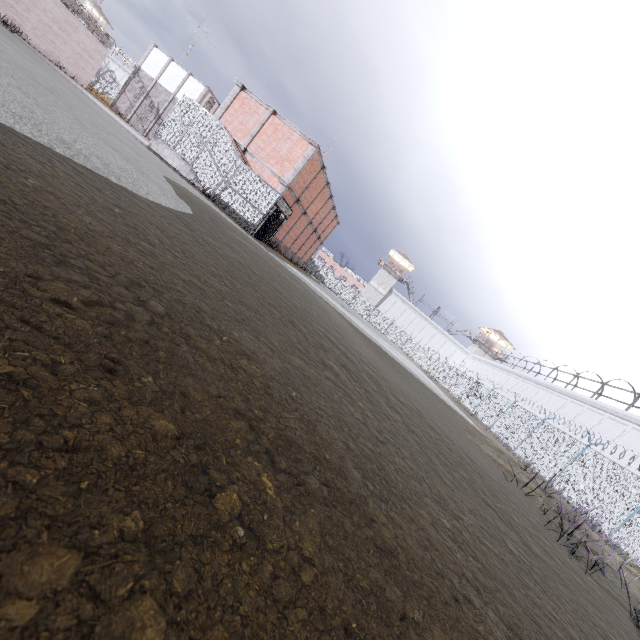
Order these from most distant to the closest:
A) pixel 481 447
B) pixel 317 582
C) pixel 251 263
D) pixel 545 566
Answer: pixel 481 447 → pixel 251 263 → pixel 545 566 → pixel 317 582

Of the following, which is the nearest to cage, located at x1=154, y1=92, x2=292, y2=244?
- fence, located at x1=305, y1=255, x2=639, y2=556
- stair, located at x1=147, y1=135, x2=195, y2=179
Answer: stair, located at x1=147, y1=135, x2=195, y2=179

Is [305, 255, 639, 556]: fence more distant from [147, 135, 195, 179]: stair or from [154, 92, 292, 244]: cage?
[147, 135, 195, 179]: stair

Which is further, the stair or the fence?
the stair

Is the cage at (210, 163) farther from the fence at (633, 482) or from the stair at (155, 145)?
the fence at (633, 482)

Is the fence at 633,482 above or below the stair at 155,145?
above
